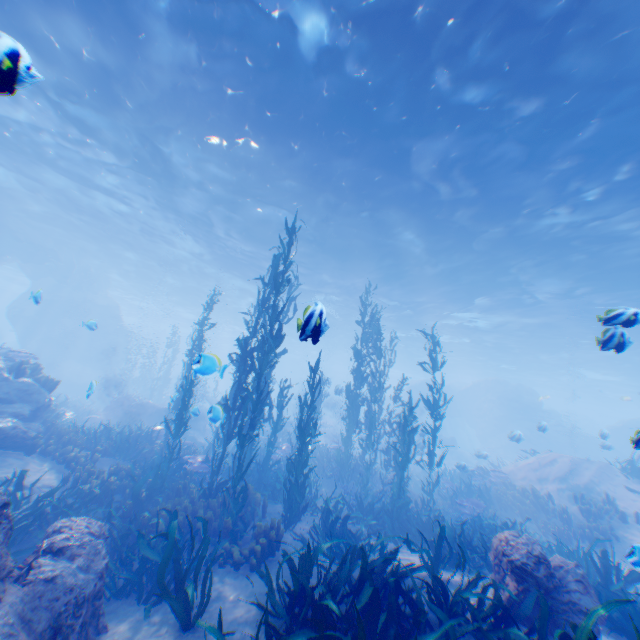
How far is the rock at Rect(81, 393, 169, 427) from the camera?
17.12m

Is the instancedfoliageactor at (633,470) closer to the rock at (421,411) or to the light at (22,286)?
the rock at (421,411)

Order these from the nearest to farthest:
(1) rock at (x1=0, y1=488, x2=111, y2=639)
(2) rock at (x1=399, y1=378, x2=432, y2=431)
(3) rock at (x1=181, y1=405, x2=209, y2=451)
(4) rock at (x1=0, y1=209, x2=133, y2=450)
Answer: (1) rock at (x1=0, y1=488, x2=111, y2=639) → (4) rock at (x1=0, y1=209, x2=133, y2=450) → (3) rock at (x1=181, y1=405, x2=209, y2=451) → (2) rock at (x1=399, y1=378, x2=432, y2=431)

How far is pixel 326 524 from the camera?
8.43m

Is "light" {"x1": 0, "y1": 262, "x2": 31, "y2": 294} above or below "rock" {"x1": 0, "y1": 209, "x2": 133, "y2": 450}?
above

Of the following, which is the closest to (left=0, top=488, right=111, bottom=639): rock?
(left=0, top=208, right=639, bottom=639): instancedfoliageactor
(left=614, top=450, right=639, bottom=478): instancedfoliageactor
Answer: (left=0, top=208, right=639, bottom=639): instancedfoliageactor

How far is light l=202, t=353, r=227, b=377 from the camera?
4.3m
